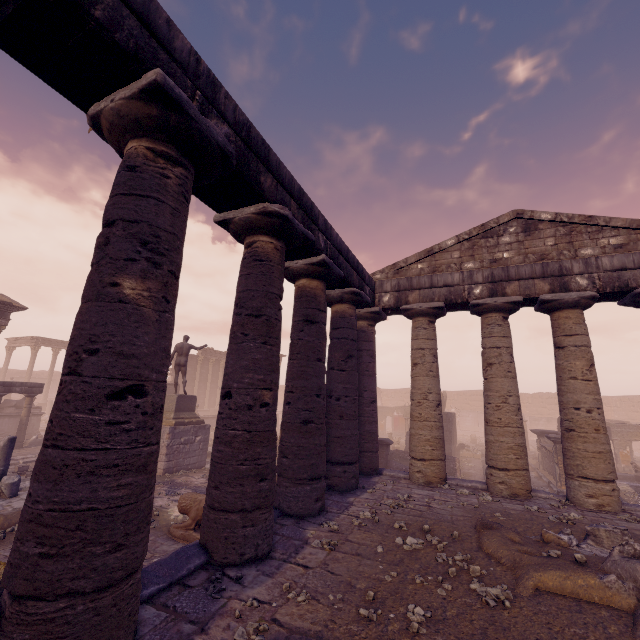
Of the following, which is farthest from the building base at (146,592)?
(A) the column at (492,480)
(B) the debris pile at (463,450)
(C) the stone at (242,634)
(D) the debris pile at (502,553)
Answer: (B) the debris pile at (463,450)

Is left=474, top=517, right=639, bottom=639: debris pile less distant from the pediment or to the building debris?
the pediment

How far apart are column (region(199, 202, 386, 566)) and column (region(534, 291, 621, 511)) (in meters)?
5.80

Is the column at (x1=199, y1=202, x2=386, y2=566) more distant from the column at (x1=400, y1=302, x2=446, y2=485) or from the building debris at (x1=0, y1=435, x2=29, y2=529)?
the building debris at (x1=0, y1=435, x2=29, y2=529)

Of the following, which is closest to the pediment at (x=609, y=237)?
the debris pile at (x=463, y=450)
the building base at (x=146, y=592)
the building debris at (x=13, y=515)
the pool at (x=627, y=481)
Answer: the building base at (x=146, y=592)

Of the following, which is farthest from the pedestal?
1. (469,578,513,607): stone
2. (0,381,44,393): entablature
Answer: (469,578,513,607): stone

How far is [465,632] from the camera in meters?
3.4 m

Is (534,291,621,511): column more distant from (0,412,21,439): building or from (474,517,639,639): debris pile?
(0,412,21,439): building
